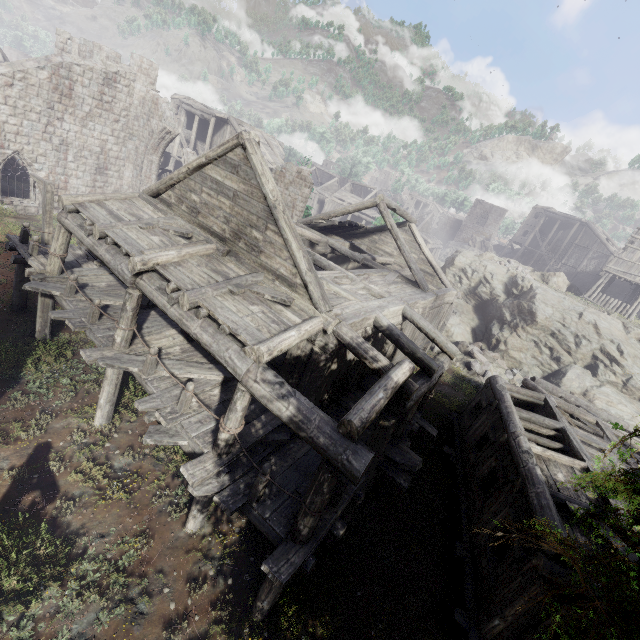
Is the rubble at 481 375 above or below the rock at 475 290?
below

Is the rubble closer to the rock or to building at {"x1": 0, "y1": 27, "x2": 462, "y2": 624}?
the rock

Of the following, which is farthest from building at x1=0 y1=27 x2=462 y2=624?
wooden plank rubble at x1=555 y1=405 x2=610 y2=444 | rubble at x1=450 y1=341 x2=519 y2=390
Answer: rubble at x1=450 y1=341 x2=519 y2=390

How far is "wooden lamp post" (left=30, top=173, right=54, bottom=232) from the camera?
12.98m

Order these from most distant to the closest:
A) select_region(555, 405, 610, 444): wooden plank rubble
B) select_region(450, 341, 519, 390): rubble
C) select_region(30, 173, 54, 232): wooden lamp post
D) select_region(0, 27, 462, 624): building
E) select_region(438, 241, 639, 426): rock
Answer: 1. select_region(438, 241, 639, 426): rock
2. select_region(450, 341, 519, 390): rubble
3. select_region(30, 173, 54, 232): wooden lamp post
4. select_region(555, 405, 610, 444): wooden plank rubble
5. select_region(0, 27, 462, 624): building

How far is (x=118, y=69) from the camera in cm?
2131

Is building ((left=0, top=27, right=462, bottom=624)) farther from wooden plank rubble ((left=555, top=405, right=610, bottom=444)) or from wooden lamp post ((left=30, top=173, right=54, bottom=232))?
wooden lamp post ((left=30, top=173, right=54, bottom=232))

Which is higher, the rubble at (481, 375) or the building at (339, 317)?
the building at (339, 317)
